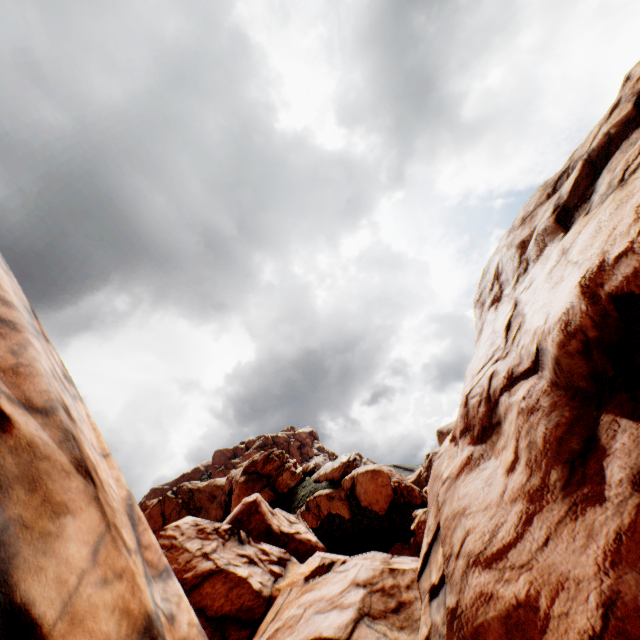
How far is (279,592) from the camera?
13.5m
